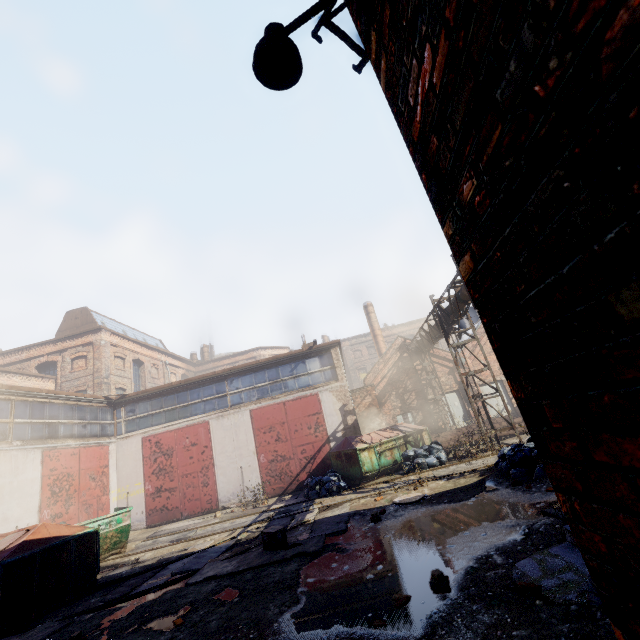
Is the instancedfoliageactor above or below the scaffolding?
below

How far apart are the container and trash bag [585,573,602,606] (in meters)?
12.63

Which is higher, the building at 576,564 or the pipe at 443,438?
the pipe at 443,438

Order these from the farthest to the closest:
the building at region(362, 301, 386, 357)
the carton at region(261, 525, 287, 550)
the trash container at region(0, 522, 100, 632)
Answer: the building at region(362, 301, 386, 357), the carton at region(261, 525, 287, 550), the trash container at region(0, 522, 100, 632)

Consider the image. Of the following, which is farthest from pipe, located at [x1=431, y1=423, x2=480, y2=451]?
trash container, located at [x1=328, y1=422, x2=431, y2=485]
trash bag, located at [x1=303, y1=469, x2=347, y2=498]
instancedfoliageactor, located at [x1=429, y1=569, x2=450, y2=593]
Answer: instancedfoliageactor, located at [x1=429, y1=569, x2=450, y2=593]

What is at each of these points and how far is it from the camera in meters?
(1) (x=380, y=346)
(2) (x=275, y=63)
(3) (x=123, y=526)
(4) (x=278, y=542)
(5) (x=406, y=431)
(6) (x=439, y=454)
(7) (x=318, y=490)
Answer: (1) building, 29.8
(2) light, 2.7
(3) container, 10.9
(4) carton, 7.2
(5) trash container, 15.1
(6) trash bag, 13.2
(7) trash bag, 12.4

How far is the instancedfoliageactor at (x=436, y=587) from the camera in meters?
4.2

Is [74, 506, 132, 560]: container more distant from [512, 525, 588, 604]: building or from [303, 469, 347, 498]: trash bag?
[512, 525, 588, 604]: building
